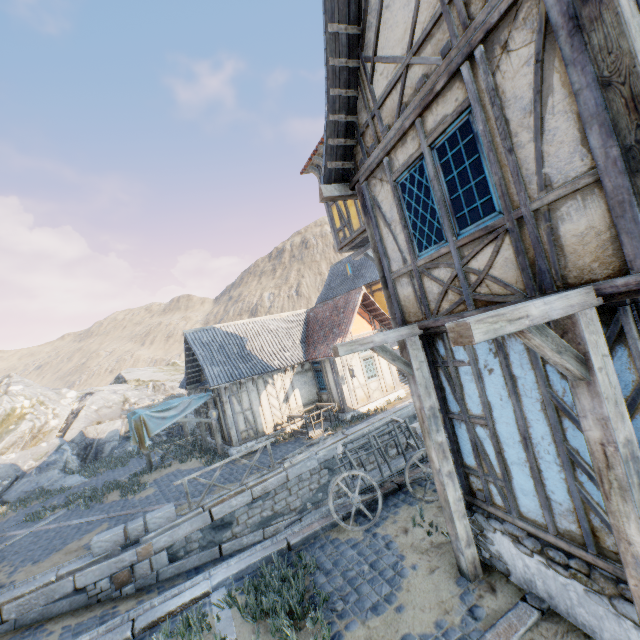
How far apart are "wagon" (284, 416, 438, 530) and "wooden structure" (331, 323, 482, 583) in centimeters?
197cm

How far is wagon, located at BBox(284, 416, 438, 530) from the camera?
7.2m

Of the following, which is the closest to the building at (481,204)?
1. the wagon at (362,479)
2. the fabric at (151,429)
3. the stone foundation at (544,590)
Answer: the stone foundation at (544,590)

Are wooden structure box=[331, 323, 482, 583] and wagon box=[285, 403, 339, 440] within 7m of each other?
no

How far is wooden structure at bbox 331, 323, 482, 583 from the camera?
5.02m

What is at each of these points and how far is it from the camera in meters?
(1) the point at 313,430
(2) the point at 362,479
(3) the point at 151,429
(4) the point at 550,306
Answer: (1) wagon, 14.8
(2) wagon, 7.5
(3) fabric, 13.6
(4) wooden structure, 2.7

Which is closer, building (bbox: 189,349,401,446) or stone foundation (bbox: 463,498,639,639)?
stone foundation (bbox: 463,498,639,639)

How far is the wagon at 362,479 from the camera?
7.2m
